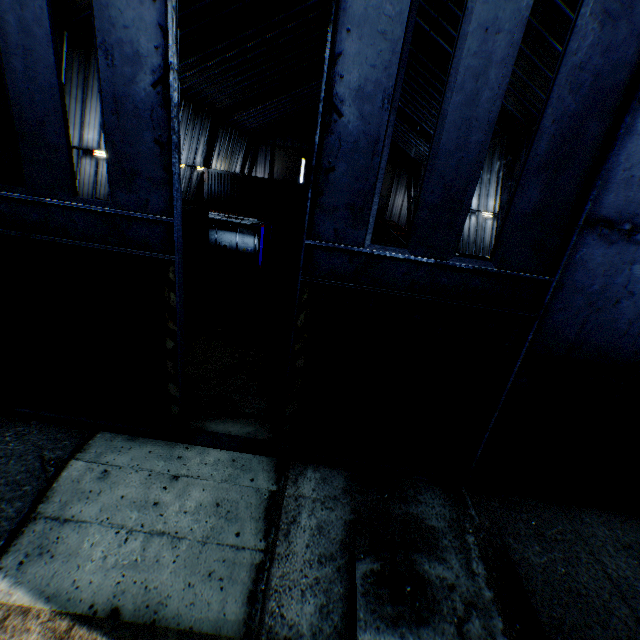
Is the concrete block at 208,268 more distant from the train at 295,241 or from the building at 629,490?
the building at 629,490

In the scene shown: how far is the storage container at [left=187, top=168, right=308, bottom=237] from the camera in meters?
29.1

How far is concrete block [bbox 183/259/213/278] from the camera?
18.9 meters

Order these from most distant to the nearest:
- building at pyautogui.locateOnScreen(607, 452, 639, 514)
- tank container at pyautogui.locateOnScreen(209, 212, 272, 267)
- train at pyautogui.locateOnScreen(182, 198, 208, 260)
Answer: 1. tank container at pyautogui.locateOnScreen(209, 212, 272, 267)
2. train at pyautogui.locateOnScreen(182, 198, 208, 260)
3. building at pyautogui.locateOnScreen(607, 452, 639, 514)

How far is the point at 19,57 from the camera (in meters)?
5.02

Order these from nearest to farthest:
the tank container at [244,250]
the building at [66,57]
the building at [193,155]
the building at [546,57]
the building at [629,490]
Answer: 1. the building at [629,490]
2. the building at [546,57]
3. the building at [66,57]
4. the building at [193,155]
5. the tank container at [244,250]

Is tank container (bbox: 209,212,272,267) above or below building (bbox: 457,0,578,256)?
below
